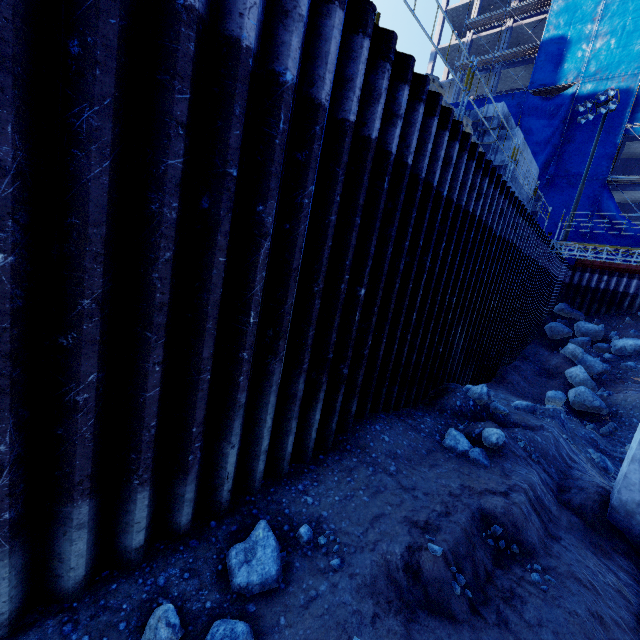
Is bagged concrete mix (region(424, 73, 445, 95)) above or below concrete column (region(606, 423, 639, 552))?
above

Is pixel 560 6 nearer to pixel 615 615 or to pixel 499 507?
pixel 499 507

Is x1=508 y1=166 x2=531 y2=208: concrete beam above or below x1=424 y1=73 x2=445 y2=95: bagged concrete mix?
below

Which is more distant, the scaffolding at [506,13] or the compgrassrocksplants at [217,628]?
the scaffolding at [506,13]

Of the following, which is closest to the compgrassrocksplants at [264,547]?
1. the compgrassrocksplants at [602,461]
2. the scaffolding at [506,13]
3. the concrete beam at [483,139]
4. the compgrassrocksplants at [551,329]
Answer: the compgrassrocksplants at [602,461]

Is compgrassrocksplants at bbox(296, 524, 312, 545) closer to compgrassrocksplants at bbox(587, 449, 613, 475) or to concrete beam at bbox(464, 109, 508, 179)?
compgrassrocksplants at bbox(587, 449, 613, 475)

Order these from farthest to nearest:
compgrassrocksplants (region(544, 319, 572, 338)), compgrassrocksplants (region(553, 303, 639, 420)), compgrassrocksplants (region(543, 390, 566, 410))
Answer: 1. compgrassrocksplants (region(544, 319, 572, 338))
2. compgrassrocksplants (region(553, 303, 639, 420))
3. compgrassrocksplants (region(543, 390, 566, 410))

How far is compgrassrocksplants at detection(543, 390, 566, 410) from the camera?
12.8 meters
